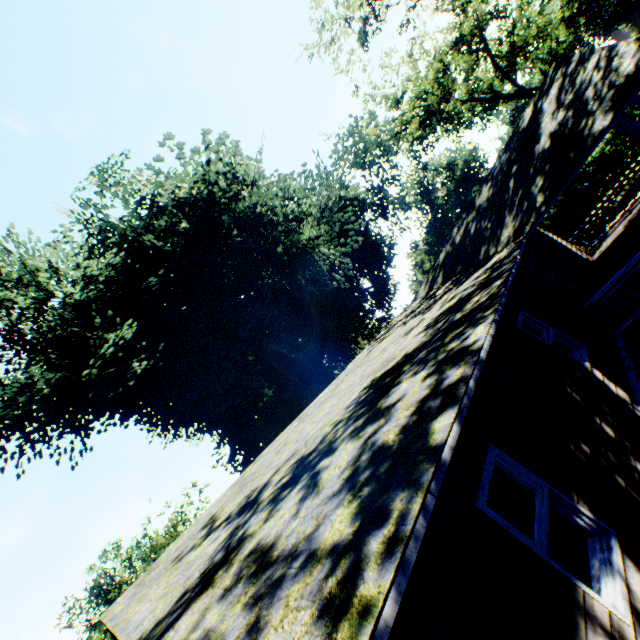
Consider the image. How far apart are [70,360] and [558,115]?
Answer: 19.4 meters

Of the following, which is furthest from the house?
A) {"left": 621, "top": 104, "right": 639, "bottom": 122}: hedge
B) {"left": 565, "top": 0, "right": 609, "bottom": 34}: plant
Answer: {"left": 565, "top": 0, "right": 609, "bottom": 34}: plant

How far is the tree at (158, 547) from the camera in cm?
3254

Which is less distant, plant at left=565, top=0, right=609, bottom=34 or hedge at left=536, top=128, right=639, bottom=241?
hedge at left=536, top=128, right=639, bottom=241

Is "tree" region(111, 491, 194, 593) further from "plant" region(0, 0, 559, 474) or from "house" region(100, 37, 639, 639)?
"house" region(100, 37, 639, 639)

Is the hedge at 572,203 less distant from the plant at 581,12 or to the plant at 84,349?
the plant at 84,349

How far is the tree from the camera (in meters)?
32.54

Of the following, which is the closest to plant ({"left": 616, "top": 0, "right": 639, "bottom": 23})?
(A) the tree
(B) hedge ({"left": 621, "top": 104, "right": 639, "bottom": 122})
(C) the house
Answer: (B) hedge ({"left": 621, "top": 104, "right": 639, "bottom": 122})
